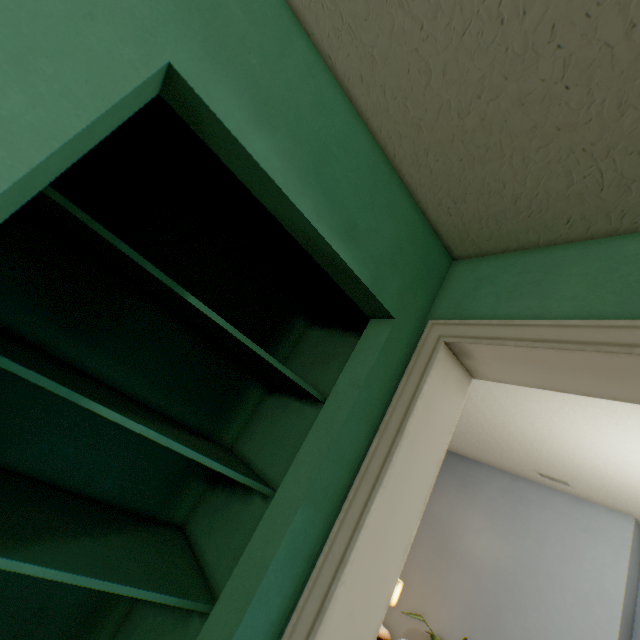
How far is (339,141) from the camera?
1.0m
